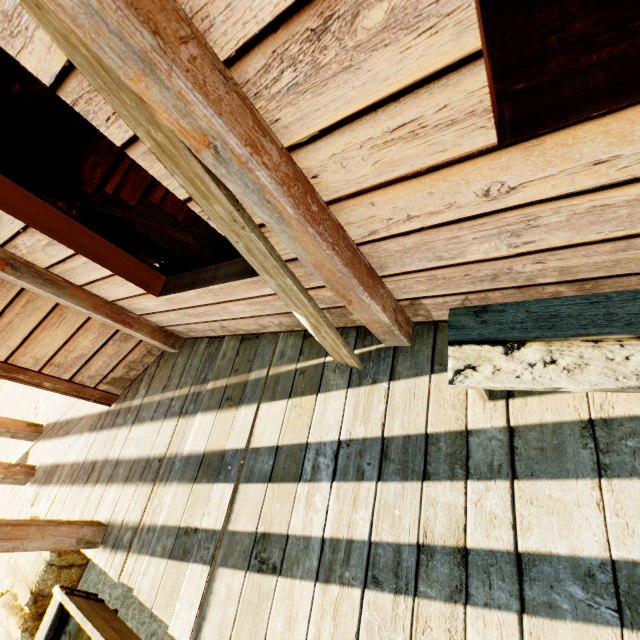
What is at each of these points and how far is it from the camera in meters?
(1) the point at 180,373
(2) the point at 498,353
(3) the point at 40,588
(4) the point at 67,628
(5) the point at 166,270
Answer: (1) building, 3.3 m
(2) bench, 1.3 m
(3) hay bale, 3.0 m
(4) trough, 2.7 m
(5) wagon wheel, 3.3 m

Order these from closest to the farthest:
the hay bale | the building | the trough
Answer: the building → the trough → the hay bale

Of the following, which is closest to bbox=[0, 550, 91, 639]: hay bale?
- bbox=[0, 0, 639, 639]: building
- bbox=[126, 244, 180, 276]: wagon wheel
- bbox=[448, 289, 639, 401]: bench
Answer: bbox=[0, 0, 639, 639]: building

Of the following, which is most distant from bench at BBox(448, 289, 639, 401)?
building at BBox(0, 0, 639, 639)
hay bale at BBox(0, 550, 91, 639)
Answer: hay bale at BBox(0, 550, 91, 639)

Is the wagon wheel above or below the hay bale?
above

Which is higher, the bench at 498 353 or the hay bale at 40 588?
the bench at 498 353

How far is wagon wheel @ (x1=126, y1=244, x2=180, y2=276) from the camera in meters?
3.0 m

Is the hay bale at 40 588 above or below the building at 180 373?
below
